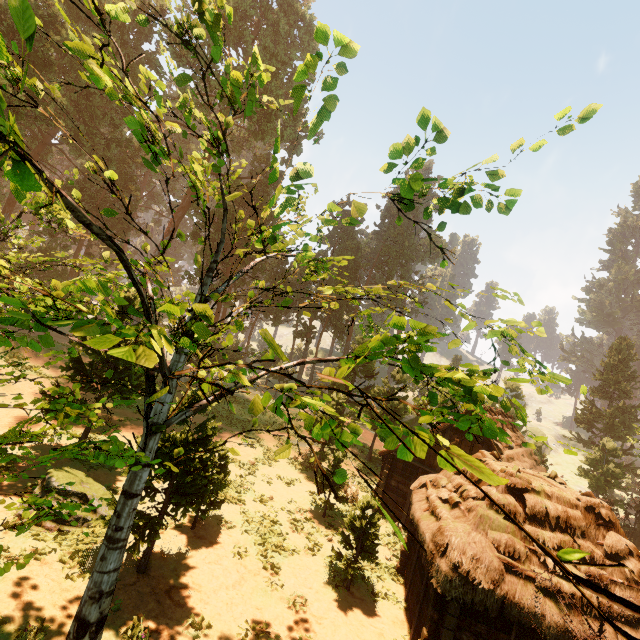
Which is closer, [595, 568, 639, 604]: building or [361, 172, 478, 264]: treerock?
[361, 172, 478, 264]: treerock

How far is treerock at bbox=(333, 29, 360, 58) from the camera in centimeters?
303cm

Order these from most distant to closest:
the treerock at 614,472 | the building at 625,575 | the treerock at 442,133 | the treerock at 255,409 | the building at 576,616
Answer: the treerock at 614,472 < the building at 625,575 < the building at 576,616 < the treerock at 255,409 < the treerock at 442,133

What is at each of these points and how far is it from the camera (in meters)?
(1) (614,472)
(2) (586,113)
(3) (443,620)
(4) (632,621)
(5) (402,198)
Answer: (1) treerock, 34.06
(2) treerock, 3.56
(3) building, 9.05
(4) building, 8.35
(5) treerock, 4.57

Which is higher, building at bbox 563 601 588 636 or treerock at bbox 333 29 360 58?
treerock at bbox 333 29 360 58

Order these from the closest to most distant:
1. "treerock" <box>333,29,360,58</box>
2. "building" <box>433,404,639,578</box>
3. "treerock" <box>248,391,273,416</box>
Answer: "treerock" <box>333,29,360,58</box>, "treerock" <box>248,391,273,416</box>, "building" <box>433,404,639,578</box>

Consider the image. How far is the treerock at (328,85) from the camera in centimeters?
344cm
